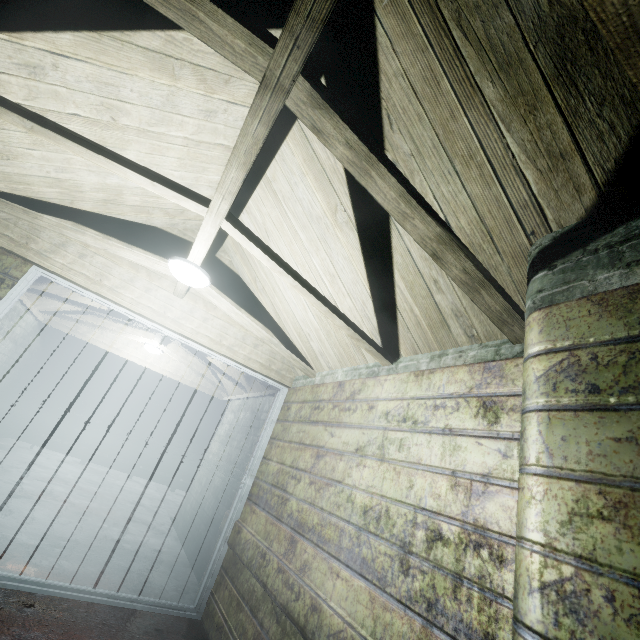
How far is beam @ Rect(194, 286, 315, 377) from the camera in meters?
2.8 m

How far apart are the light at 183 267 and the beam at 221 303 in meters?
0.0 m

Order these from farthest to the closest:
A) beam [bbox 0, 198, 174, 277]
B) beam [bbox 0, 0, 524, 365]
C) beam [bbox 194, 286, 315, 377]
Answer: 1. beam [bbox 194, 286, 315, 377]
2. beam [bbox 0, 198, 174, 277]
3. beam [bbox 0, 0, 524, 365]

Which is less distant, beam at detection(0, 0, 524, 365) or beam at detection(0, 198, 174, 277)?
beam at detection(0, 0, 524, 365)

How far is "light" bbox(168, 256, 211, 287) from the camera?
2.31m

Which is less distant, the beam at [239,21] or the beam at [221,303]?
the beam at [239,21]

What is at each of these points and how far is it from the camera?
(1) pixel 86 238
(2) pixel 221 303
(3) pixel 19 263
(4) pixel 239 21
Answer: (1) beam, 2.37m
(2) beam, 2.77m
(3) door, 2.55m
(4) beam, 0.96m

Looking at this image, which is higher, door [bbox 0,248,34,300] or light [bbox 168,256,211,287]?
light [bbox 168,256,211,287]
